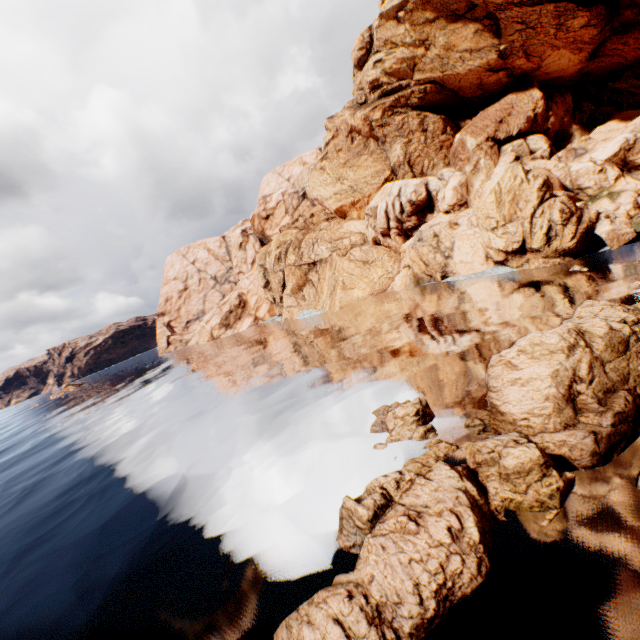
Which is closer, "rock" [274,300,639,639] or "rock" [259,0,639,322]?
"rock" [274,300,639,639]

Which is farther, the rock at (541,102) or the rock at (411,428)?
the rock at (541,102)

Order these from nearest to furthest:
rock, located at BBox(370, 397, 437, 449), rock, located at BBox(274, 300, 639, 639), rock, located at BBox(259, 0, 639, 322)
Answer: rock, located at BBox(274, 300, 639, 639) → rock, located at BBox(370, 397, 437, 449) → rock, located at BBox(259, 0, 639, 322)

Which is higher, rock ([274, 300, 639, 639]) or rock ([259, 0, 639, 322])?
rock ([259, 0, 639, 322])

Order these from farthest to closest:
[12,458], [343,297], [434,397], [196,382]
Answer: [343,297]
[196,382]
[12,458]
[434,397]

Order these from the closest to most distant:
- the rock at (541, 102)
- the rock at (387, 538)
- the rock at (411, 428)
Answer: the rock at (387, 538) → the rock at (411, 428) → the rock at (541, 102)

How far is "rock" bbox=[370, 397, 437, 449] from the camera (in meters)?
10.90
